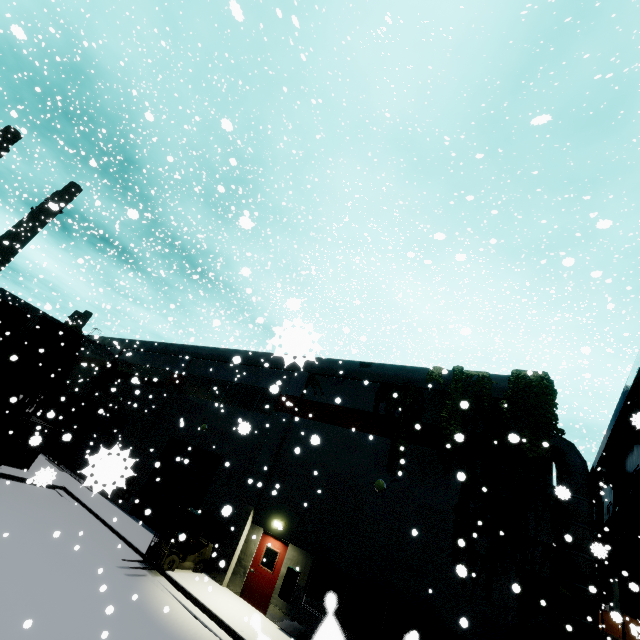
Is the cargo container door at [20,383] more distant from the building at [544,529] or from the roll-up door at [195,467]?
the building at [544,529]

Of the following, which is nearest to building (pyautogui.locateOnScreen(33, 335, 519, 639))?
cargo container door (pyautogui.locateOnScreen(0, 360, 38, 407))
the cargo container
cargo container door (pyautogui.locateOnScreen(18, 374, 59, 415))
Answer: the cargo container

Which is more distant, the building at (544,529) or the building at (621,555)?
the building at (621,555)

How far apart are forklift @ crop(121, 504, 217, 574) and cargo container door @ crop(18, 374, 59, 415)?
11.2 meters

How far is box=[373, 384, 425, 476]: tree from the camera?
12.92m

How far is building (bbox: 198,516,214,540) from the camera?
15.1m

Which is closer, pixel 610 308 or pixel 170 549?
pixel 170 549
